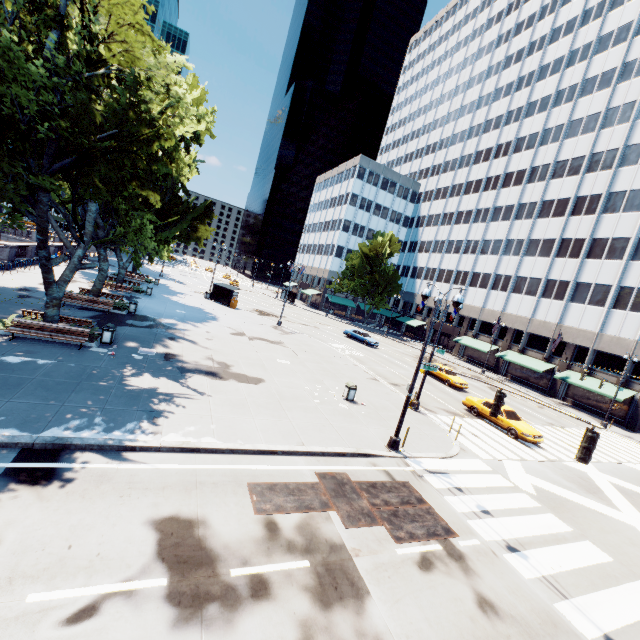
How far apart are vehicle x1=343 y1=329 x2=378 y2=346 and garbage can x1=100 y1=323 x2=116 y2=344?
28.7m

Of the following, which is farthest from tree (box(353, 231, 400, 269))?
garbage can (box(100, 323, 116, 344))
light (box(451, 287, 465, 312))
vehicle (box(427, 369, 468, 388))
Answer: vehicle (box(427, 369, 468, 388))

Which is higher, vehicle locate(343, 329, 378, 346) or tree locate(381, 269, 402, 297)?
tree locate(381, 269, 402, 297)

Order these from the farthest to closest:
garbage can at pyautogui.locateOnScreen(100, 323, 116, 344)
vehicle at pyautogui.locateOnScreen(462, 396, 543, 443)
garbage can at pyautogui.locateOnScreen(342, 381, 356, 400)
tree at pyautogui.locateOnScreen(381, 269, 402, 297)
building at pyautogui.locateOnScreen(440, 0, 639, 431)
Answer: tree at pyautogui.locateOnScreen(381, 269, 402, 297)
building at pyautogui.locateOnScreen(440, 0, 639, 431)
vehicle at pyautogui.locateOnScreen(462, 396, 543, 443)
garbage can at pyautogui.locateOnScreen(342, 381, 356, 400)
garbage can at pyautogui.locateOnScreen(100, 323, 116, 344)

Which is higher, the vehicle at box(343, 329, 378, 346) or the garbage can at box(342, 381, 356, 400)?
the vehicle at box(343, 329, 378, 346)

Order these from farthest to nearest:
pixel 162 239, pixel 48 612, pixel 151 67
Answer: pixel 162 239, pixel 151 67, pixel 48 612

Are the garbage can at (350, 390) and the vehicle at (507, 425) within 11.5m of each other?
yes

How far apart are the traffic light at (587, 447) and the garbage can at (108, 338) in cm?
1954
